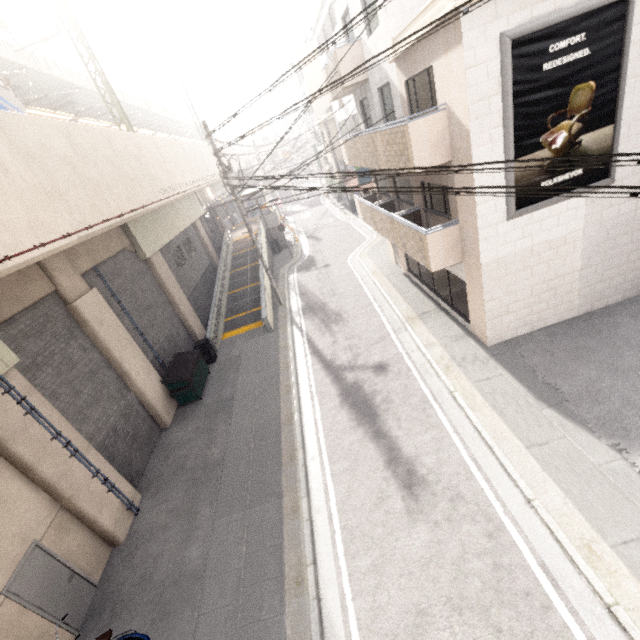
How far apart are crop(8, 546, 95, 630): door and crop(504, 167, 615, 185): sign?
13.4m

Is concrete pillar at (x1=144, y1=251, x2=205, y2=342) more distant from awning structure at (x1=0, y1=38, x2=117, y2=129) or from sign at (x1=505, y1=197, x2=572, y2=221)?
sign at (x1=505, y1=197, x2=572, y2=221)

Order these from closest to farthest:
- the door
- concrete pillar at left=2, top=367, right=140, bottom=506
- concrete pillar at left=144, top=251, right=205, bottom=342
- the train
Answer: the door → concrete pillar at left=2, top=367, right=140, bottom=506 → the train → concrete pillar at left=144, top=251, right=205, bottom=342

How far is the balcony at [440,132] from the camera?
8.2 meters

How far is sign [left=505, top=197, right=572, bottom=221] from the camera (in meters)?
8.33

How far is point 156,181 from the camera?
14.2 meters

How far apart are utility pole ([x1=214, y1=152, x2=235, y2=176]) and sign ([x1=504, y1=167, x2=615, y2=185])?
11.08m

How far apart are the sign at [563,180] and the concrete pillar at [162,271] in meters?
14.6
